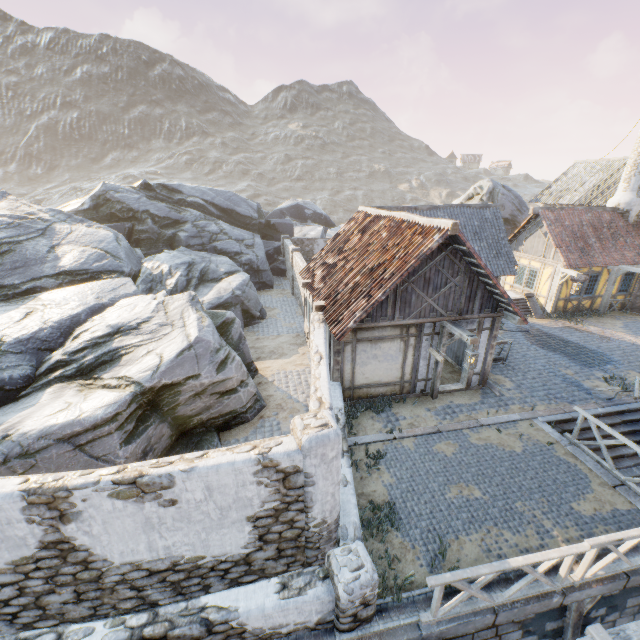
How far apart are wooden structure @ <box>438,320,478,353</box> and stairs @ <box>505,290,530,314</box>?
10.65m

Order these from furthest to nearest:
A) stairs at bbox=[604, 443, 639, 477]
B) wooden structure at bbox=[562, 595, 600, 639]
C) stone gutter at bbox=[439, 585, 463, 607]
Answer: stairs at bbox=[604, 443, 639, 477] < wooden structure at bbox=[562, 595, 600, 639] < stone gutter at bbox=[439, 585, 463, 607]

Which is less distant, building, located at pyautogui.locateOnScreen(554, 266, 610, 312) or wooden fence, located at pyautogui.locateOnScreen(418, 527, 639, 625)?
wooden fence, located at pyautogui.locateOnScreen(418, 527, 639, 625)

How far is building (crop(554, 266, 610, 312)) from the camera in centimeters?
1795cm

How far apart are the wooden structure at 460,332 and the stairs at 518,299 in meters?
10.7

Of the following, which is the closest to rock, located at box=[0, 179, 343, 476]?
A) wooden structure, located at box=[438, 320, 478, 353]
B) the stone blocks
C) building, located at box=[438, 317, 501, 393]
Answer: the stone blocks

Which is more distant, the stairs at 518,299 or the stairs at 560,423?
the stairs at 518,299

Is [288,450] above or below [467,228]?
below
